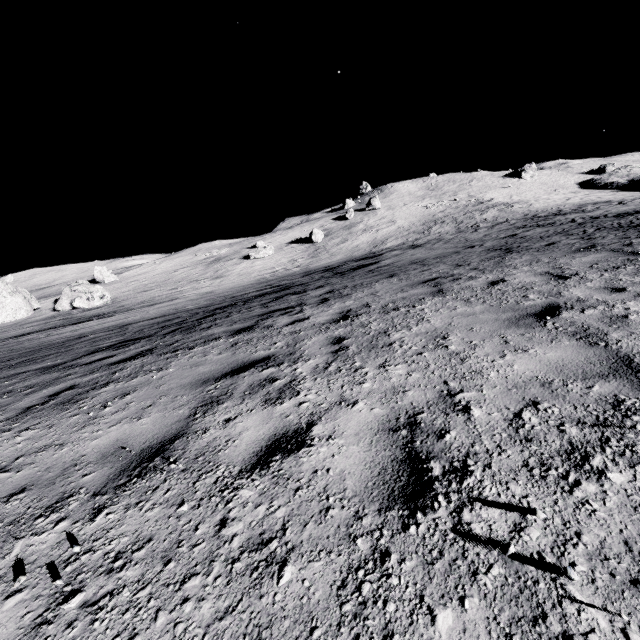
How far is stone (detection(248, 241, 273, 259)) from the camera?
45.8 meters

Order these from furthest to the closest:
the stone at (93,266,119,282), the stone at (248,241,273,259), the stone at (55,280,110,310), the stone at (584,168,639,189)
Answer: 1. the stone at (584,168,639,189)
2. the stone at (93,266,119,282)
3. the stone at (248,241,273,259)
4. the stone at (55,280,110,310)

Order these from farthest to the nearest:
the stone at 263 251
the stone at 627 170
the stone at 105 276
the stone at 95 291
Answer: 1. the stone at 627 170
2. the stone at 105 276
3. the stone at 263 251
4. the stone at 95 291

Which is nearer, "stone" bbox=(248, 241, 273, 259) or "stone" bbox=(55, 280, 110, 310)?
"stone" bbox=(55, 280, 110, 310)

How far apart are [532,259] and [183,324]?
9.8 meters

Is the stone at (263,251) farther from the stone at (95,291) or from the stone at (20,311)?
the stone at (20,311)

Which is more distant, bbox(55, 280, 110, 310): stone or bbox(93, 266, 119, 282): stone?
bbox(93, 266, 119, 282): stone

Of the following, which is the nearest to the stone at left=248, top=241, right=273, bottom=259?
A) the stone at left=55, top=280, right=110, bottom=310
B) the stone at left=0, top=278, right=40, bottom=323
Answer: the stone at left=55, top=280, right=110, bottom=310
